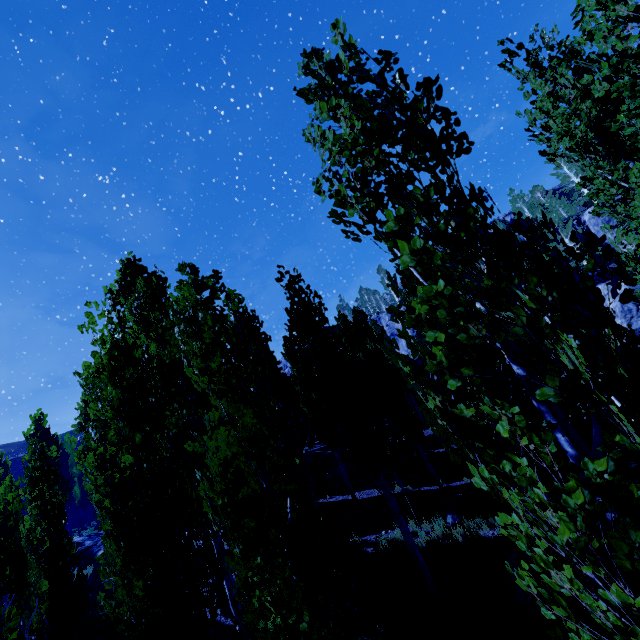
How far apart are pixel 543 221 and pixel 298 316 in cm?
974

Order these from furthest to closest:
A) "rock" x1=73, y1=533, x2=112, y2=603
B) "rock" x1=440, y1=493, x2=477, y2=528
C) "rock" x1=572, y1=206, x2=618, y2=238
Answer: "rock" x1=572, y1=206, x2=618, y2=238, "rock" x1=73, y1=533, x2=112, y2=603, "rock" x1=440, y1=493, x2=477, y2=528

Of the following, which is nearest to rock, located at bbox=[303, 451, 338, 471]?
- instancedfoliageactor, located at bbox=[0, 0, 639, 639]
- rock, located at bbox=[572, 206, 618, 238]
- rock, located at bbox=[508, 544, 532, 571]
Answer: instancedfoliageactor, located at bbox=[0, 0, 639, 639]

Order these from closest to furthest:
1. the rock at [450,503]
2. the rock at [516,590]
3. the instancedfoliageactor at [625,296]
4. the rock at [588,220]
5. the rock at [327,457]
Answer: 1. the instancedfoliageactor at [625,296]
2. the rock at [516,590]
3. the rock at [450,503]
4. the rock at [327,457]
5. the rock at [588,220]

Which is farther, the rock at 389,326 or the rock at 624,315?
the rock at 389,326

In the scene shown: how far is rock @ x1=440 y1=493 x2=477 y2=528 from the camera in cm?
1209

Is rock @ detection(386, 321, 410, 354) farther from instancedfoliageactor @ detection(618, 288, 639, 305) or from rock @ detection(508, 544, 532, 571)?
rock @ detection(508, 544, 532, 571)

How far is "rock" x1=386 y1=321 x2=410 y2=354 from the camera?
52.5m
